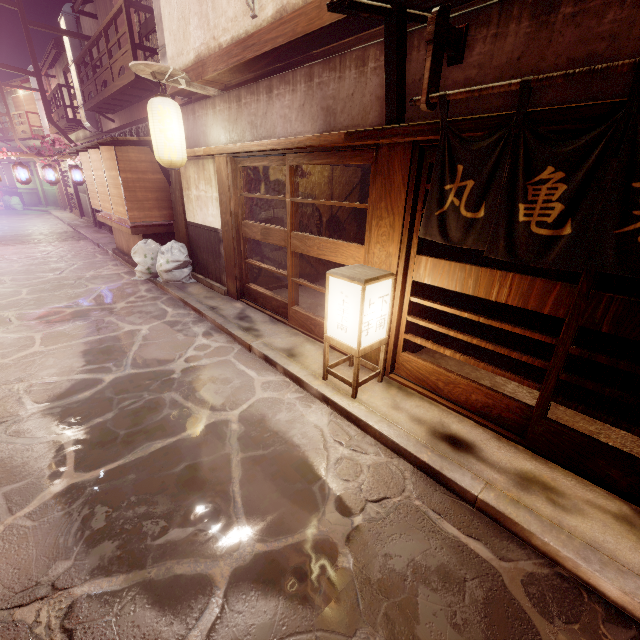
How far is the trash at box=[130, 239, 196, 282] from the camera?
14.1m

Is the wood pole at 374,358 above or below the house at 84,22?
below

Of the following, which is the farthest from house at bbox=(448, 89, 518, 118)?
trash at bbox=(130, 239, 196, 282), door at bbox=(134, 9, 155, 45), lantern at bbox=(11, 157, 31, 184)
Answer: lantern at bbox=(11, 157, 31, 184)

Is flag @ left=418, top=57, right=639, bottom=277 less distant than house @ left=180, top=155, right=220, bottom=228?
Yes

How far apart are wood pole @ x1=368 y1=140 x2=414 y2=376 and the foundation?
7.1m

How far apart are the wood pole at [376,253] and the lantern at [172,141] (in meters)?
7.63

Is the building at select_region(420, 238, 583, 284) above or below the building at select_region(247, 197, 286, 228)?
below

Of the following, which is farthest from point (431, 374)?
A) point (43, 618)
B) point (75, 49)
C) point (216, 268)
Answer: point (75, 49)
